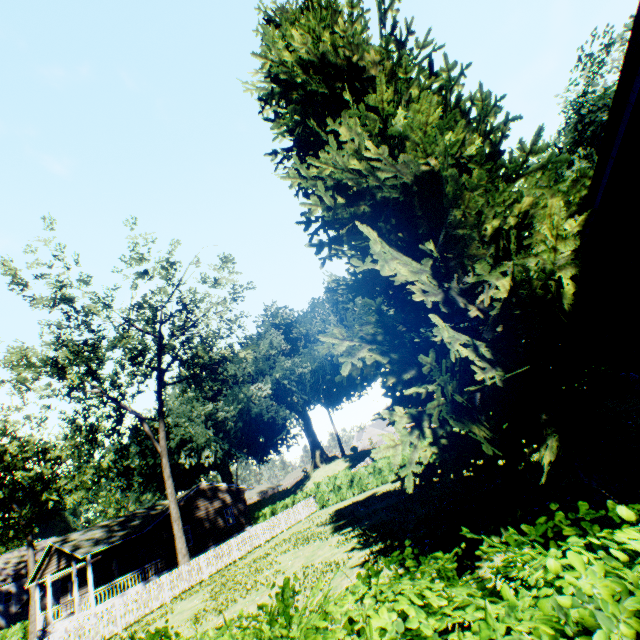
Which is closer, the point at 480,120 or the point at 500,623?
the point at 500,623

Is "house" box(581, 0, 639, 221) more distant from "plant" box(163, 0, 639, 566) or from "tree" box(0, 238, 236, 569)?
"tree" box(0, 238, 236, 569)

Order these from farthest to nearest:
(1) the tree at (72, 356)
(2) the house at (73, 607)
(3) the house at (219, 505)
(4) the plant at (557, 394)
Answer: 1. (3) the house at (219, 505)
2. (2) the house at (73, 607)
3. (1) the tree at (72, 356)
4. (4) the plant at (557, 394)

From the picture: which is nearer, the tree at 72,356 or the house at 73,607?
the tree at 72,356

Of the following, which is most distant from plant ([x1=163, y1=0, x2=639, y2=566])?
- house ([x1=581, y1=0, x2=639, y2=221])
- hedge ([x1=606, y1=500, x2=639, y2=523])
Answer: hedge ([x1=606, y1=500, x2=639, y2=523])

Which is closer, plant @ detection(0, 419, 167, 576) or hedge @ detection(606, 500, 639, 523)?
hedge @ detection(606, 500, 639, 523)

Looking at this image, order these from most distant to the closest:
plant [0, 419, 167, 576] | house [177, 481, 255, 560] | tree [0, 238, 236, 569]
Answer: plant [0, 419, 167, 576] → house [177, 481, 255, 560] → tree [0, 238, 236, 569]

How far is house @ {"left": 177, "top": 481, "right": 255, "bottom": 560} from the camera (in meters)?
29.70
